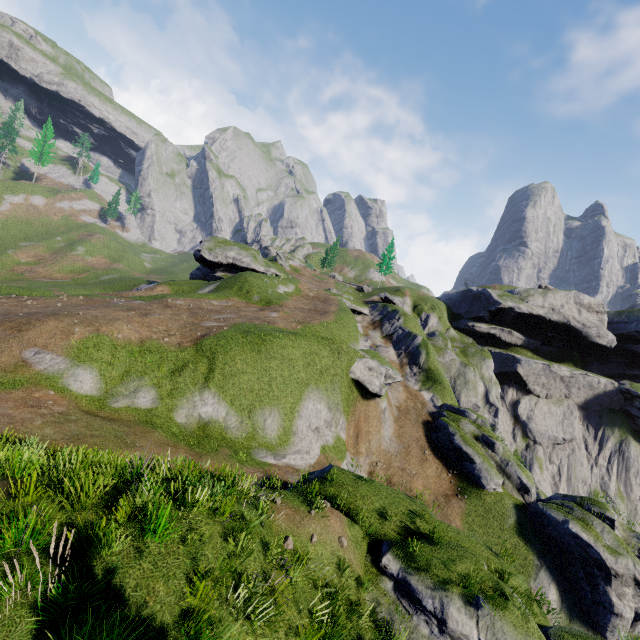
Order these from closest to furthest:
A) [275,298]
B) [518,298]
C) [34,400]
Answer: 1. [34,400]
2. [275,298]
3. [518,298]

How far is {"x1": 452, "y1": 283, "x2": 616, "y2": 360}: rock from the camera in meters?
52.6

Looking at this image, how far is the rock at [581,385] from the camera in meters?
51.0 m

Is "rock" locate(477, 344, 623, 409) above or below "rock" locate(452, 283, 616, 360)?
below

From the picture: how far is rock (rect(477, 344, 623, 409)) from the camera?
51.0m

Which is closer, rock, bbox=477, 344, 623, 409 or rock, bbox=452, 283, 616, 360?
rock, bbox=477, 344, 623, 409

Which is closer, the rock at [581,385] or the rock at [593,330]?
the rock at [581,385]
